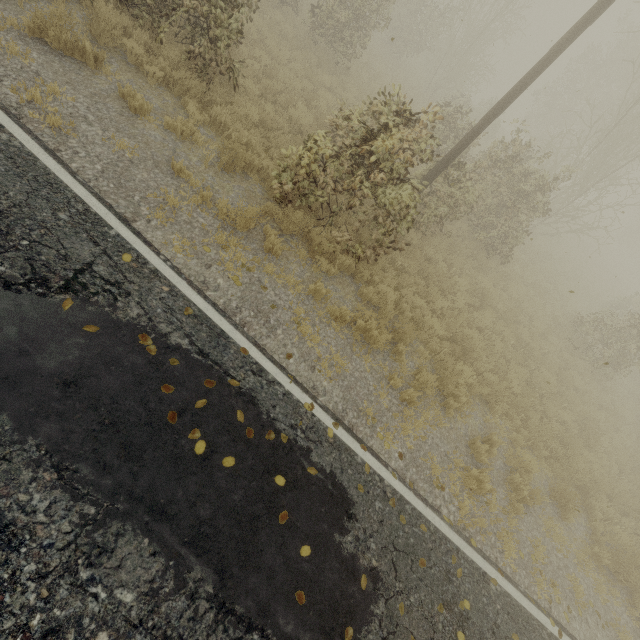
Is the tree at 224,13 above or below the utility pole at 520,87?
below

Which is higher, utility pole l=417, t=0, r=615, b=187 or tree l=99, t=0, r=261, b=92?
utility pole l=417, t=0, r=615, b=187

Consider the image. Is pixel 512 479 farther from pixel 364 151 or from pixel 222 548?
pixel 364 151
